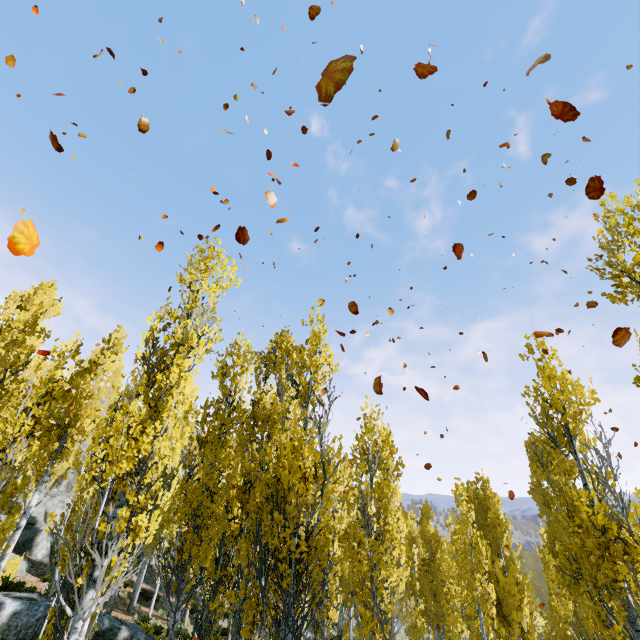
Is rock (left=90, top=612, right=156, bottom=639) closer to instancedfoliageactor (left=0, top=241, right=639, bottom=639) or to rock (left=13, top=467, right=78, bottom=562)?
instancedfoliageactor (left=0, top=241, right=639, bottom=639)

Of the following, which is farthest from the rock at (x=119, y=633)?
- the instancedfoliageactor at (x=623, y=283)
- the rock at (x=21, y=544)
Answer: the rock at (x=21, y=544)

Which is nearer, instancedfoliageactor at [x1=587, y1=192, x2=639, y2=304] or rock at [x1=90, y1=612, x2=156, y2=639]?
instancedfoliageactor at [x1=587, y1=192, x2=639, y2=304]

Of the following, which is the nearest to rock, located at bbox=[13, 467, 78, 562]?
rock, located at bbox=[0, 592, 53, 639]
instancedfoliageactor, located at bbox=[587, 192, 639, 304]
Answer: instancedfoliageactor, located at bbox=[587, 192, 639, 304]

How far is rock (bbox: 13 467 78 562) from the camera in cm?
2395

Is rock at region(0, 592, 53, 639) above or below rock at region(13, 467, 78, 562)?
Answer: below

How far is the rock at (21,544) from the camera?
24.0m

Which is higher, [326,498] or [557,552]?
[326,498]
